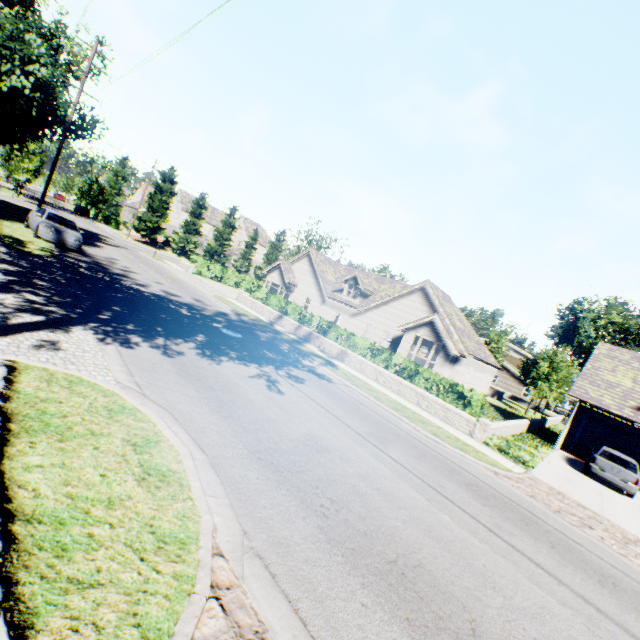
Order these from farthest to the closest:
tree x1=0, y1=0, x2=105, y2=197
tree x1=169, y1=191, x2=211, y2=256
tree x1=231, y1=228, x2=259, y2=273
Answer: tree x1=231, y1=228, x2=259, y2=273
tree x1=169, y1=191, x2=211, y2=256
tree x1=0, y1=0, x2=105, y2=197

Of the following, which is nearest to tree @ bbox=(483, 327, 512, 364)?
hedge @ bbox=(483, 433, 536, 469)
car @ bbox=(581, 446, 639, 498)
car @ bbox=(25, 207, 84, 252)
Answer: car @ bbox=(25, 207, 84, 252)

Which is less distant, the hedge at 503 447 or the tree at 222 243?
the hedge at 503 447

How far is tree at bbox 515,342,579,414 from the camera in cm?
3203

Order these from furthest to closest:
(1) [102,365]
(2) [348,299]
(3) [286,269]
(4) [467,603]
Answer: (3) [286,269], (2) [348,299], (1) [102,365], (4) [467,603]

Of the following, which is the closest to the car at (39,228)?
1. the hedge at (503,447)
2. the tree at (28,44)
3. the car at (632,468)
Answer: the tree at (28,44)

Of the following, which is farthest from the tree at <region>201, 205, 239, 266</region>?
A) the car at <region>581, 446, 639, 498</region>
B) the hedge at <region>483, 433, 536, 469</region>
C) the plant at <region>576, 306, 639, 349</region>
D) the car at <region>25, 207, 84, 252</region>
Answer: the hedge at <region>483, 433, 536, 469</region>
